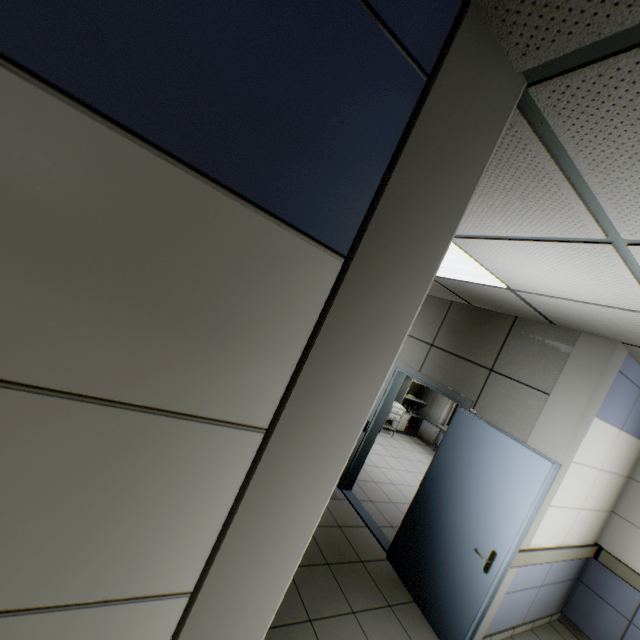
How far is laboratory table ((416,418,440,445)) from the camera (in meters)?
9.34

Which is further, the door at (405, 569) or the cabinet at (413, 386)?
the cabinet at (413, 386)

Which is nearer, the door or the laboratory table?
the door

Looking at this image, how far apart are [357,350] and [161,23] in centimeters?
78cm

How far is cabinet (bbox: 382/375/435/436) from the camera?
8.63m

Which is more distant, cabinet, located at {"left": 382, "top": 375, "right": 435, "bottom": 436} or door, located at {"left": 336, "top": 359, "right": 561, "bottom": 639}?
cabinet, located at {"left": 382, "top": 375, "right": 435, "bottom": 436}

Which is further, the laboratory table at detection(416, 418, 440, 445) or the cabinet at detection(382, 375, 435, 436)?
the laboratory table at detection(416, 418, 440, 445)

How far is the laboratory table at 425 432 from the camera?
9.3m
